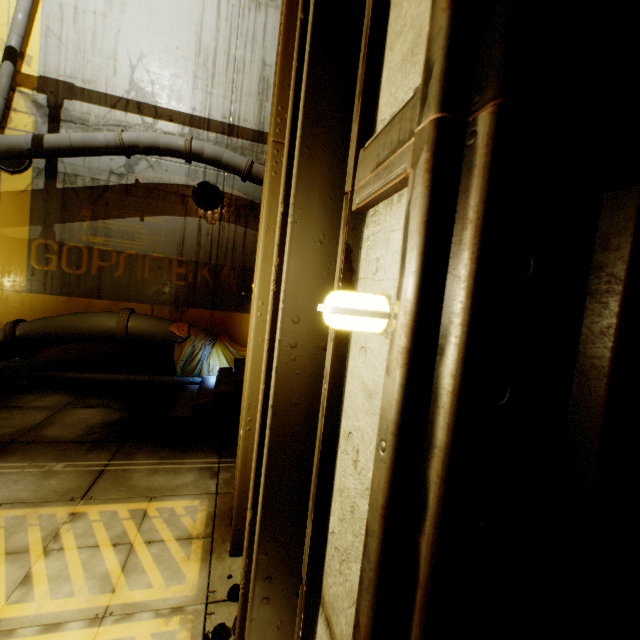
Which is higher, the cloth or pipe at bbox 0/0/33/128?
pipe at bbox 0/0/33/128

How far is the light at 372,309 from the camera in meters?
0.8

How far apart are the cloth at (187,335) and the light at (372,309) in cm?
737

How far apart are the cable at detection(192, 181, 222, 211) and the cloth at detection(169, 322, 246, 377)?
3.3m

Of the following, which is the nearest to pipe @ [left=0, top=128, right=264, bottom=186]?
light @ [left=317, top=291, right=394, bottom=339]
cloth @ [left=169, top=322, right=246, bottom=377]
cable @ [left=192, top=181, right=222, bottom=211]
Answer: cloth @ [left=169, top=322, right=246, bottom=377]

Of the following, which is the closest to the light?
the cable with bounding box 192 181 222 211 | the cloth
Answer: the cloth

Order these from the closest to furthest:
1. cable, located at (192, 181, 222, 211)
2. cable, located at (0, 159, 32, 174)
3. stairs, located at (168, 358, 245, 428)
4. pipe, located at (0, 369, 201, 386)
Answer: stairs, located at (168, 358, 245, 428)
pipe, located at (0, 369, 201, 386)
cable, located at (0, 159, 32, 174)
cable, located at (192, 181, 222, 211)

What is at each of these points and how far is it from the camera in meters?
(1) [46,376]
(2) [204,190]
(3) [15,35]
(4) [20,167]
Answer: (1) pipe, 7.2
(2) cable, 9.2
(3) pipe, 7.5
(4) cable, 8.1
